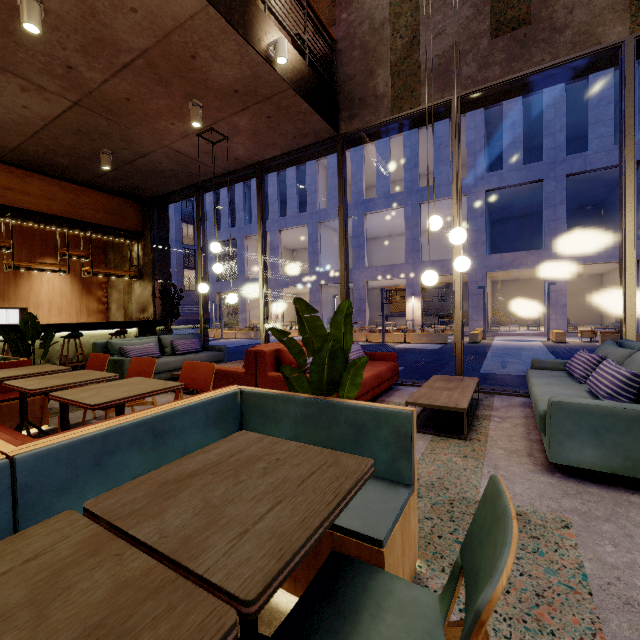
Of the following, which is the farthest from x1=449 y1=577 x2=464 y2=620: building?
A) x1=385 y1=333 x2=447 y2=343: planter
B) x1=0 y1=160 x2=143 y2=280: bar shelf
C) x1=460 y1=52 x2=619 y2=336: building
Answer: x1=460 y1=52 x2=619 y2=336: building

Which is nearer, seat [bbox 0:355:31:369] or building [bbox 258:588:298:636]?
building [bbox 258:588:298:636]

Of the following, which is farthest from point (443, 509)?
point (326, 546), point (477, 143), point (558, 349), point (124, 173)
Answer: point (477, 143)

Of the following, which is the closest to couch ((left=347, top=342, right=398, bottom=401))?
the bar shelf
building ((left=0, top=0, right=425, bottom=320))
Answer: building ((left=0, top=0, right=425, bottom=320))

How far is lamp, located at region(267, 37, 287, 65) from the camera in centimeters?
405cm

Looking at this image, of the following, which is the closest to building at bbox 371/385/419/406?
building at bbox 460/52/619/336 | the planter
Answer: the planter

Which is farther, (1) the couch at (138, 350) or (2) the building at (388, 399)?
(1) the couch at (138, 350)

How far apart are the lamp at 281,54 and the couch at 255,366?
3.69m
